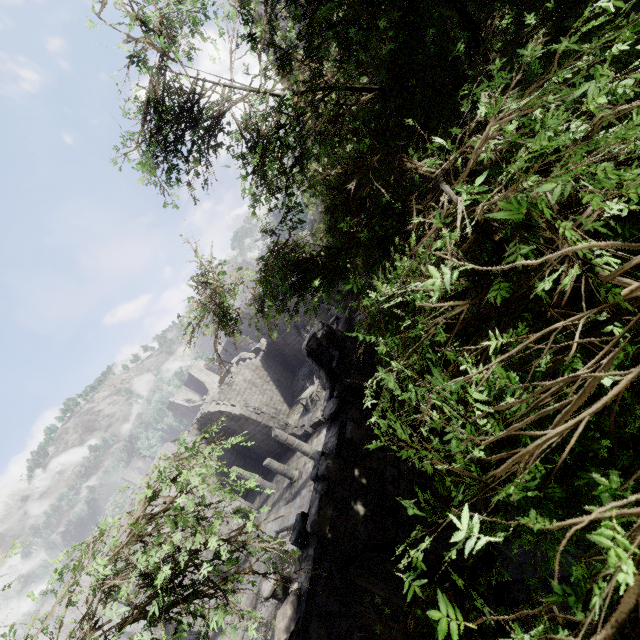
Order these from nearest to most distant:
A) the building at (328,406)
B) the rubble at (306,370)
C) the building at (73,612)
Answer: the building at (328,406), the rubble at (306,370), the building at (73,612)

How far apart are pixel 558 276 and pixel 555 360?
0.7m

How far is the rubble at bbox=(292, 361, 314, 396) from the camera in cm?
2905

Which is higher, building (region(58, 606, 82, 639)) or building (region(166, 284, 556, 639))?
building (region(58, 606, 82, 639))

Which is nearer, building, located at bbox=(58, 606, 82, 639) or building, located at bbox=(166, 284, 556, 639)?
building, located at bbox=(166, 284, 556, 639)

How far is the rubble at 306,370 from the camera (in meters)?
29.05

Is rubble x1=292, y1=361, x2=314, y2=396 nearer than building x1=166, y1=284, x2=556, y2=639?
No

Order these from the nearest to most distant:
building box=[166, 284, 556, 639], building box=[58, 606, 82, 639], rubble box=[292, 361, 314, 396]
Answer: building box=[166, 284, 556, 639] < rubble box=[292, 361, 314, 396] < building box=[58, 606, 82, 639]
